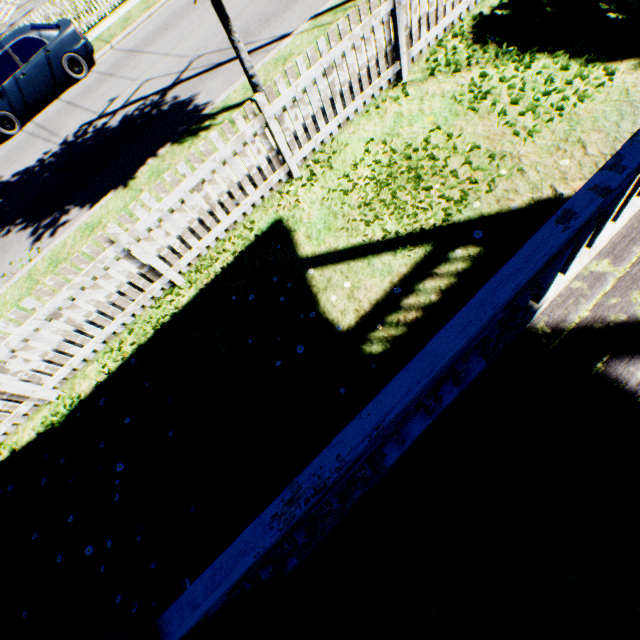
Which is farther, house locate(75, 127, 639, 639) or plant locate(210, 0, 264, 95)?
plant locate(210, 0, 264, 95)

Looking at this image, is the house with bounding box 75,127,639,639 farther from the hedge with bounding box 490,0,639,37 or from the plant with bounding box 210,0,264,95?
the plant with bounding box 210,0,264,95

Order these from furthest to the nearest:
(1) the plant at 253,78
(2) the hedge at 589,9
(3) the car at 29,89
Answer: (3) the car at 29,89
(1) the plant at 253,78
(2) the hedge at 589,9

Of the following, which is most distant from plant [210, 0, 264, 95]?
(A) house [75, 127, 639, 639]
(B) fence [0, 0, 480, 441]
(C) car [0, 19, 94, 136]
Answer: (C) car [0, 19, 94, 136]

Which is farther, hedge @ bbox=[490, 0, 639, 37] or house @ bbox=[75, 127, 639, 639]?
hedge @ bbox=[490, 0, 639, 37]

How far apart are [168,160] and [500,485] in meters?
7.7

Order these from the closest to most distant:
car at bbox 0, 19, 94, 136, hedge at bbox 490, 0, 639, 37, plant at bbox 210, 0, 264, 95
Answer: hedge at bbox 490, 0, 639, 37 < plant at bbox 210, 0, 264, 95 < car at bbox 0, 19, 94, 136

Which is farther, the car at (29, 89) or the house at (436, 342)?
the car at (29, 89)
